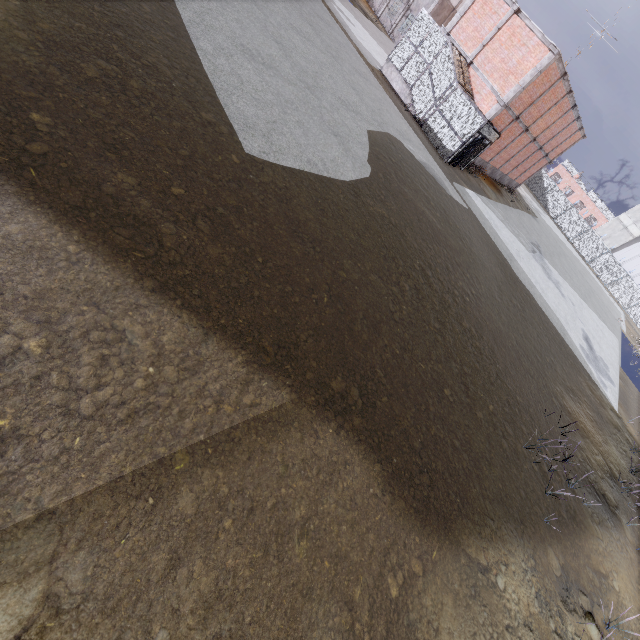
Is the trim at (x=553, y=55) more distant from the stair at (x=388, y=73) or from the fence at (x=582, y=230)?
the fence at (x=582, y=230)

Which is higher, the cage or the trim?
the trim

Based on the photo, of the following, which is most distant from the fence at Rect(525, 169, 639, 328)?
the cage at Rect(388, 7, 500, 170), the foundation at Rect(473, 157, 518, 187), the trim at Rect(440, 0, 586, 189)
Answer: the foundation at Rect(473, 157, 518, 187)

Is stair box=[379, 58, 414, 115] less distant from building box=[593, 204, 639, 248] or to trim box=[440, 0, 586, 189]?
trim box=[440, 0, 586, 189]

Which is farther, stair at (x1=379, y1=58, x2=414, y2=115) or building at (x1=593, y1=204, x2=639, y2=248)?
building at (x1=593, y1=204, x2=639, y2=248)

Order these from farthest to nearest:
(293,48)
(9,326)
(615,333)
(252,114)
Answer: (615,333) < (293,48) < (252,114) < (9,326)

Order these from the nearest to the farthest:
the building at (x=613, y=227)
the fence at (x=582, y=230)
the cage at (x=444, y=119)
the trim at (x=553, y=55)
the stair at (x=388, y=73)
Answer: the trim at (x=553, y=55) < the cage at (x=444, y=119) < the stair at (x=388, y=73) < the fence at (x=582, y=230) < the building at (x=613, y=227)

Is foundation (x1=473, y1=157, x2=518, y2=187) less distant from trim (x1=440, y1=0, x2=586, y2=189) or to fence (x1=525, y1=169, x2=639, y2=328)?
trim (x1=440, y1=0, x2=586, y2=189)
